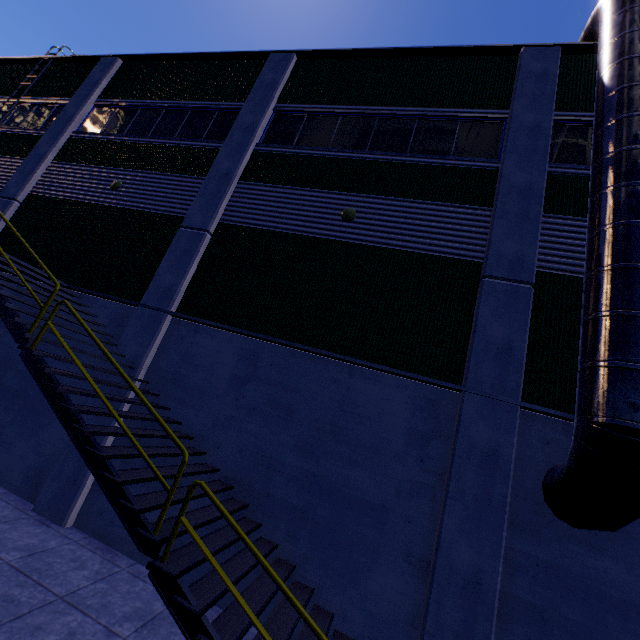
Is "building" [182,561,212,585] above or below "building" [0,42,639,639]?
below

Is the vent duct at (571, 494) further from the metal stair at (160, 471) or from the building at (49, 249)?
the metal stair at (160, 471)

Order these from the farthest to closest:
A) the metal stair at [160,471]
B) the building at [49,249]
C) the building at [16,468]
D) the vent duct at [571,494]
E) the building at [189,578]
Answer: the building at [16,468] < the building at [189,578] < the building at [49,249] < the vent duct at [571,494] < the metal stair at [160,471]

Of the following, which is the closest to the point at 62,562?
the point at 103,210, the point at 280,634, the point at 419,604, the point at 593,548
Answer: the point at 280,634

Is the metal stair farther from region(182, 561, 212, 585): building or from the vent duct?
the vent duct

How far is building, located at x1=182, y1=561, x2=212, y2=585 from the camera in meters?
6.0

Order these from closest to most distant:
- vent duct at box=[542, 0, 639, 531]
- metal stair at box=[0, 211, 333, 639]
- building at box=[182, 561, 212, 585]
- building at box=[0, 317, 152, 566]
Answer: metal stair at box=[0, 211, 333, 639]
vent duct at box=[542, 0, 639, 531]
building at box=[182, 561, 212, 585]
building at box=[0, 317, 152, 566]
